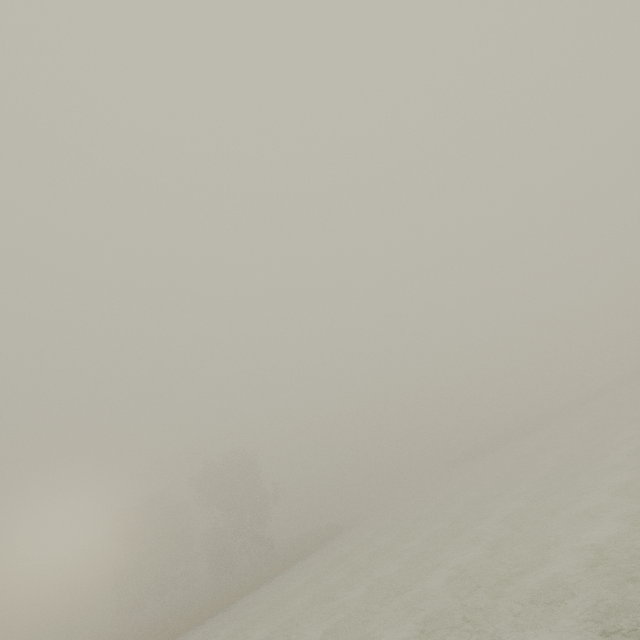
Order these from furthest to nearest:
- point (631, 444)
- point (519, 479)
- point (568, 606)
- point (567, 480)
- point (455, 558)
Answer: point (519, 479) → point (631, 444) → point (567, 480) → point (455, 558) → point (568, 606)
